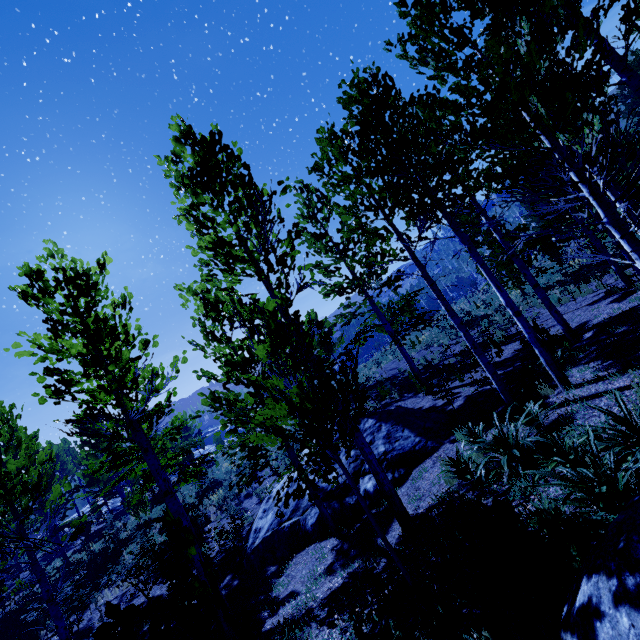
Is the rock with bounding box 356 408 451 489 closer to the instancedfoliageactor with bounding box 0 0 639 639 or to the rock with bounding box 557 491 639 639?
the instancedfoliageactor with bounding box 0 0 639 639

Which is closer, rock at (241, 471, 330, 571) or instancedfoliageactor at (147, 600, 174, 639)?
instancedfoliageactor at (147, 600, 174, 639)

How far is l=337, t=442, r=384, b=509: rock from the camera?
8.5 meters

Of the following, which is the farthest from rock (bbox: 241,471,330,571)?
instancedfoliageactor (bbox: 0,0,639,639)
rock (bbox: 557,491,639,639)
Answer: Answer: rock (bbox: 557,491,639,639)

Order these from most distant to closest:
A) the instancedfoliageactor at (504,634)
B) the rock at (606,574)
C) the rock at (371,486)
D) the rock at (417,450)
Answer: the rock at (417,450) → the rock at (371,486) → the instancedfoliageactor at (504,634) → the rock at (606,574)

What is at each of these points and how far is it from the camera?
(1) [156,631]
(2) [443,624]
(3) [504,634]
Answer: (1) instancedfoliageactor, 1.6 meters
(2) instancedfoliageactor, 3.5 meters
(3) instancedfoliageactor, 2.9 meters

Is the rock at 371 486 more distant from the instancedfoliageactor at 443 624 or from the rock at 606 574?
the rock at 606 574
